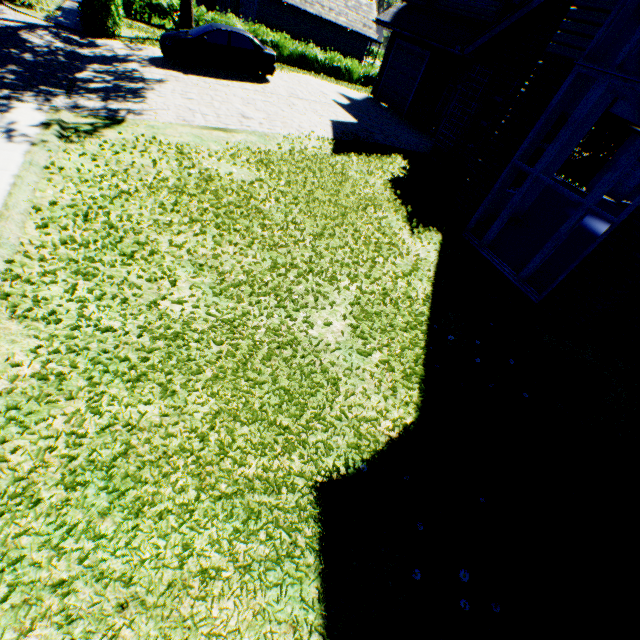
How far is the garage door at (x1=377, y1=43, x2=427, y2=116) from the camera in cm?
1712

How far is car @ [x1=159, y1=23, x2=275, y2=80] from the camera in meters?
13.3 m

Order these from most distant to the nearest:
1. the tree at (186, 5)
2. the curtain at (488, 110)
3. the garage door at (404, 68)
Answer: the tree at (186, 5) → the garage door at (404, 68) → the curtain at (488, 110)

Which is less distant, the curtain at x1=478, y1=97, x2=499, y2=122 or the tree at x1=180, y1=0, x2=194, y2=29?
the curtain at x1=478, y1=97, x2=499, y2=122

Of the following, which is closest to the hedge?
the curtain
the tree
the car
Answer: the tree

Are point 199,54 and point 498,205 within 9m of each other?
no

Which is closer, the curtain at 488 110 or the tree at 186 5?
the curtain at 488 110

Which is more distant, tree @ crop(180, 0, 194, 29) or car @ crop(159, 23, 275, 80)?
tree @ crop(180, 0, 194, 29)
